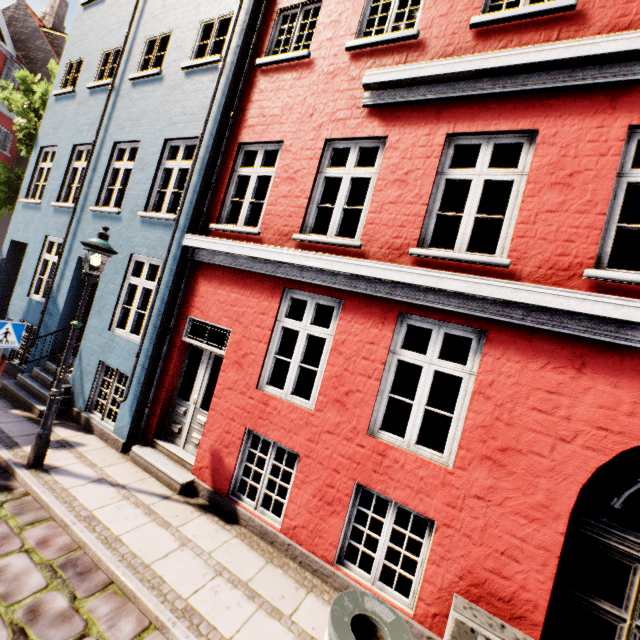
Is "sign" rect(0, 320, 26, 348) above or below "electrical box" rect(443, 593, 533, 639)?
above

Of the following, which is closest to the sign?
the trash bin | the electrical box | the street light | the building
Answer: the building

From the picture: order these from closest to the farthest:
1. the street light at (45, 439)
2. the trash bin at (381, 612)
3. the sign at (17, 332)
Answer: the trash bin at (381, 612) → the street light at (45, 439) → the sign at (17, 332)

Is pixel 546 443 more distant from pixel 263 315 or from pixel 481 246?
pixel 481 246

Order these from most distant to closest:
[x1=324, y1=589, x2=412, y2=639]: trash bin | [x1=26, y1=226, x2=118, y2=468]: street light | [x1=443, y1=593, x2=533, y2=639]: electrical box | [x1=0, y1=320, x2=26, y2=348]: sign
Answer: [x1=0, y1=320, x2=26, y2=348]: sign < [x1=26, y1=226, x2=118, y2=468]: street light < [x1=443, y1=593, x2=533, y2=639]: electrical box < [x1=324, y1=589, x2=412, y2=639]: trash bin

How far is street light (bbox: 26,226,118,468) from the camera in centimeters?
507cm

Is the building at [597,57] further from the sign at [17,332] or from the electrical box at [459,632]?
the sign at [17,332]

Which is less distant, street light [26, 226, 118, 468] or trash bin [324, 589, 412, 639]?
trash bin [324, 589, 412, 639]
